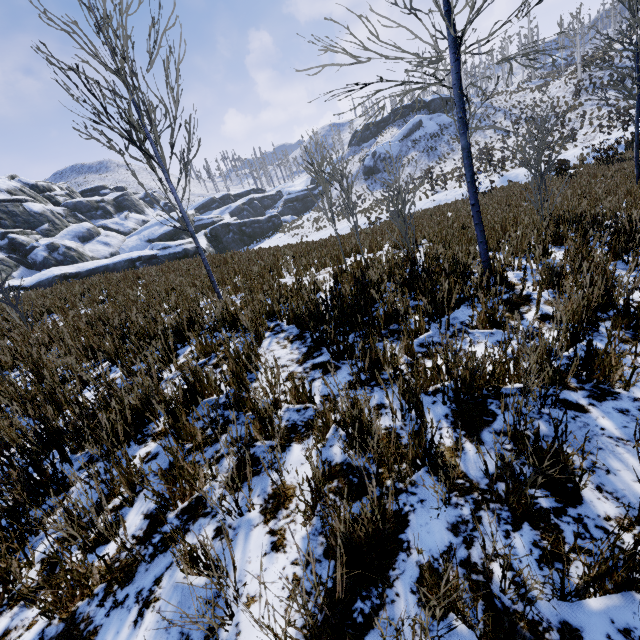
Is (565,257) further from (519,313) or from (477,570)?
(477,570)

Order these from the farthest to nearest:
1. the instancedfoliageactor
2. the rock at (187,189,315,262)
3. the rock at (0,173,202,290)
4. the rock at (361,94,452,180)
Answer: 1. the rock at (361,94,452,180)
2. the rock at (187,189,315,262)
3. the rock at (0,173,202,290)
4. the instancedfoliageactor

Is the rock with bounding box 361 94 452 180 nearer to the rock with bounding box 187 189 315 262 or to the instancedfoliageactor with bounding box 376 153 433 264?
the rock with bounding box 187 189 315 262

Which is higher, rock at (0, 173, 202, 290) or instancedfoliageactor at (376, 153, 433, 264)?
rock at (0, 173, 202, 290)

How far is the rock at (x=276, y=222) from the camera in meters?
44.2 m

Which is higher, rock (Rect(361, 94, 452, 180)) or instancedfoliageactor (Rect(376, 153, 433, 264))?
rock (Rect(361, 94, 452, 180))

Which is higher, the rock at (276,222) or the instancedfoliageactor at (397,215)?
the instancedfoliageactor at (397,215)

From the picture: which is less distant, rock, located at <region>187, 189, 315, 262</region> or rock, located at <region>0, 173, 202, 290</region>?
rock, located at <region>0, 173, 202, 290</region>
